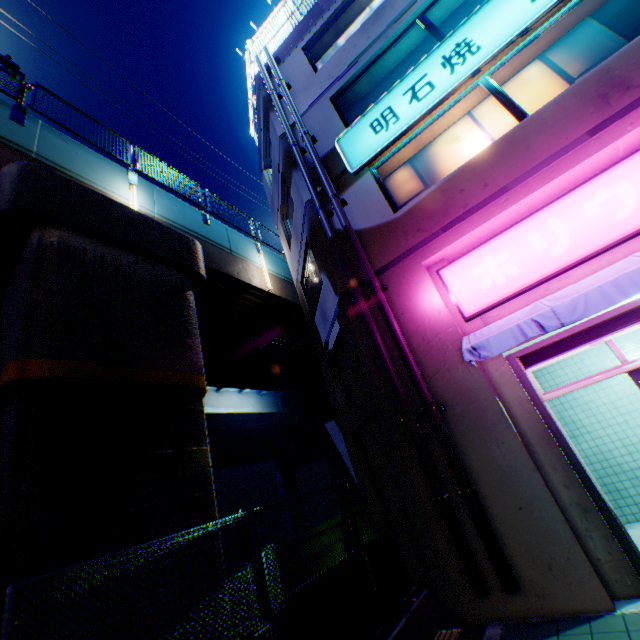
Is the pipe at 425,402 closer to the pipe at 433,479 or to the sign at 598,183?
the pipe at 433,479

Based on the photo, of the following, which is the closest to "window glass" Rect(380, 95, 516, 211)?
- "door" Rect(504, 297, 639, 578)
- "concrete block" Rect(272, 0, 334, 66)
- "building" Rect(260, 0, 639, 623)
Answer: "building" Rect(260, 0, 639, 623)

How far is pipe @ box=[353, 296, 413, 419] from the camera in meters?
5.4

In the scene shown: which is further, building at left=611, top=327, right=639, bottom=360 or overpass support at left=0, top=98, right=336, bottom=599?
building at left=611, top=327, right=639, bottom=360

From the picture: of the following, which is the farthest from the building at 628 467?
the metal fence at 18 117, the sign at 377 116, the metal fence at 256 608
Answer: the metal fence at 18 117

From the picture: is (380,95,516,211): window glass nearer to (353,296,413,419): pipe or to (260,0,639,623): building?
(260,0,639,623): building

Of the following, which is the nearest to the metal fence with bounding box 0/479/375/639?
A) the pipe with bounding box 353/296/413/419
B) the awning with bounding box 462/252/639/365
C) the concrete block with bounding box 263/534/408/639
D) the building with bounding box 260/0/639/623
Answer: the concrete block with bounding box 263/534/408/639

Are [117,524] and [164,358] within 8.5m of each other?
yes
